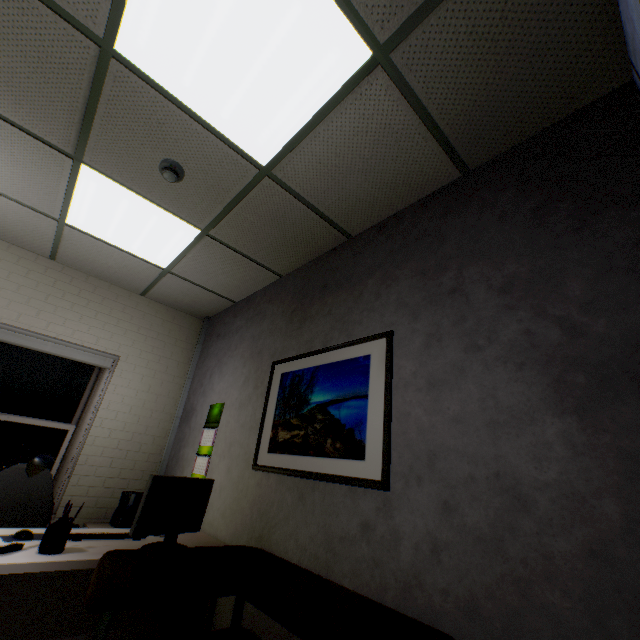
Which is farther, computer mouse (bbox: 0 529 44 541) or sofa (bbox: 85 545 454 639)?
computer mouse (bbox: 0 529 44 541)

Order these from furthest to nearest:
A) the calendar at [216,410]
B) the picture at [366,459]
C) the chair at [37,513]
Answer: the calendar at [216,410] < the chair at [37,513] < the picture at [366,459]

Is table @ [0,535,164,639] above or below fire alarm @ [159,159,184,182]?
below

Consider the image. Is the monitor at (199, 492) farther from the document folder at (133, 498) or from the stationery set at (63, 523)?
the document folder at (133, 498)

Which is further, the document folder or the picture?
the document folder

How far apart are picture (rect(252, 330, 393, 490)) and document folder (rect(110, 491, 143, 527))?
1.75m

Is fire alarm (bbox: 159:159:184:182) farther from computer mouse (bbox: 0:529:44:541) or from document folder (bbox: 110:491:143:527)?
document folder (bbox: 110:491:143:527)

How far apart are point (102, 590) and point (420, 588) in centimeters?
145cm
